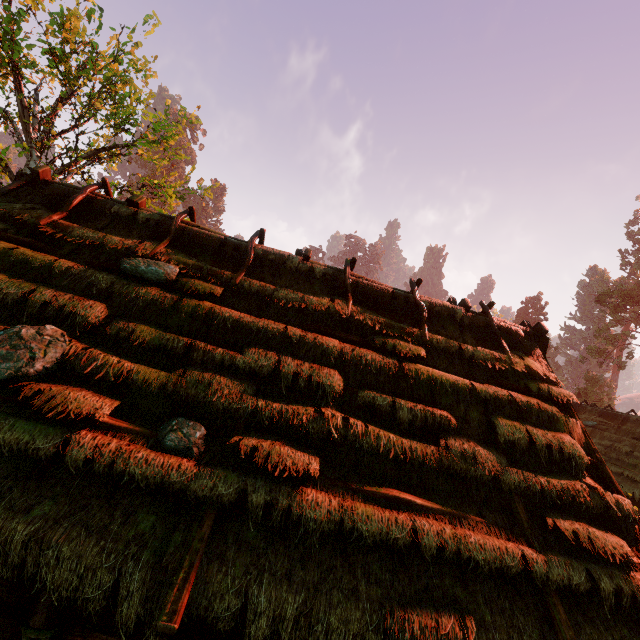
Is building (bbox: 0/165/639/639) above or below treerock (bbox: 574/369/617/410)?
below

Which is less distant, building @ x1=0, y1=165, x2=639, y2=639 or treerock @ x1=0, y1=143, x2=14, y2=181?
building @ x1=0, y1=165, x2=639, y2=639

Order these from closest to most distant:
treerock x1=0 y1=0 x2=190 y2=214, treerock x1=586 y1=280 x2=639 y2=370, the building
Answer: the building < treerock x1=0 y1=0 x2=190 y2=214 < treerock x1=586 y1=280 x2=639 y2=370

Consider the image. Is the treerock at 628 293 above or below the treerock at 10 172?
above

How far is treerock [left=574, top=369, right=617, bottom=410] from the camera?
47.0m

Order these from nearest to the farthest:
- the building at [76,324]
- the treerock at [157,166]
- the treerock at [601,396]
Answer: the building at [76,324] → the treerock at [157,166] → the treerock at [601,396]

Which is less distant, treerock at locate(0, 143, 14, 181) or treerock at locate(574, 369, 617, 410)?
treerock at locate(0, 143, 14, 181)

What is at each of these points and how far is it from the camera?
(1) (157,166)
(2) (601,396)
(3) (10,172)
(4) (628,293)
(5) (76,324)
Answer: (1) treerock, 17.5m
(2) treerock, 47.9m
(3) treerock, 11.7m
(4) treerock, 42.2m
(5) building, 4.8m
